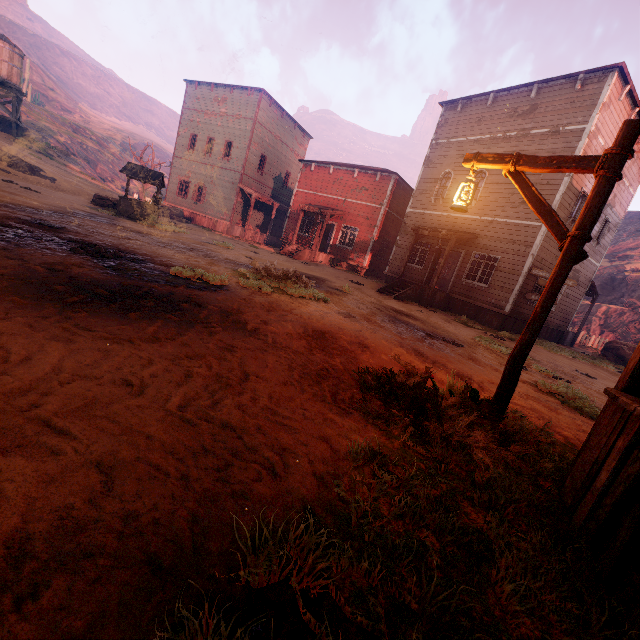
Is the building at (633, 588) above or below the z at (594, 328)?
below

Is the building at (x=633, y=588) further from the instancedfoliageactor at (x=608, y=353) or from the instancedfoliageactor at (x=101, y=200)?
the instancedfoliageactor at (x=101, y=200)

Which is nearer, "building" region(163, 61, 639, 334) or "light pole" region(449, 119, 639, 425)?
"light pole" region(449, 119, 639, 425)

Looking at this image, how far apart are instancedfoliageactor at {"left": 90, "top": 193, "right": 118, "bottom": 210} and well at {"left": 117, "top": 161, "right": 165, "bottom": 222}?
0.7 meters

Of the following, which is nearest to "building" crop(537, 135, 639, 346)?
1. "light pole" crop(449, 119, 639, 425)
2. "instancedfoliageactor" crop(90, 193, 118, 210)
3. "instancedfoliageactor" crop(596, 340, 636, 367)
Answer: "light pole" crop(449, 119, 639, 425)

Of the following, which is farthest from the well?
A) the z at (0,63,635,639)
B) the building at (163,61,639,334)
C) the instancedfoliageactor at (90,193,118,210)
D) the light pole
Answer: the light pole

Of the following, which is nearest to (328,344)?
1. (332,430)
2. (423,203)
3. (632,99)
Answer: (332,430)

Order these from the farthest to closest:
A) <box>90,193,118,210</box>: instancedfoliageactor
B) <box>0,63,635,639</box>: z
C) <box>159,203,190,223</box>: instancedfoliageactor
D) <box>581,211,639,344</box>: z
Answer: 1. <box>581,211,639,344</box>: z
2. <box>159,203,190,223</box>: instancedfoliageactor
3. <box>90,193,118,210</box>: instancedfoliageactor
4. <box>0,63,635,639</box>: z
